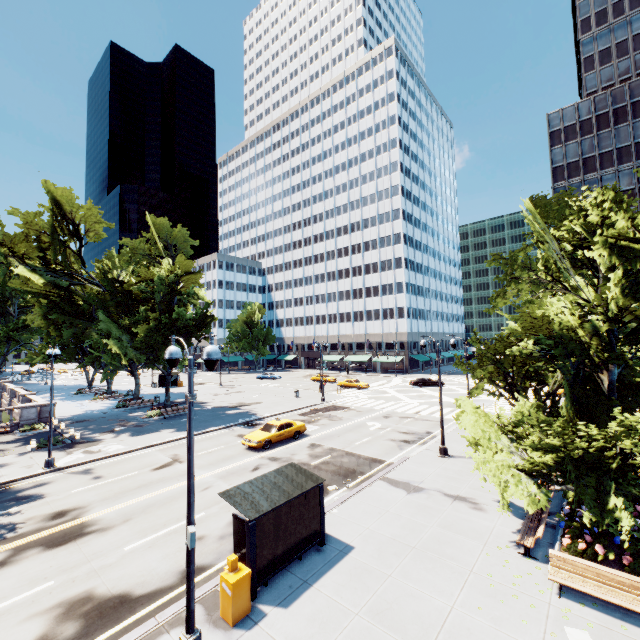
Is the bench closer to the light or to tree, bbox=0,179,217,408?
tree, bbox=0,179,217,408

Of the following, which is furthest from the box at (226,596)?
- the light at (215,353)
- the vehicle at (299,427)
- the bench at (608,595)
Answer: the vehicle at (299,427)

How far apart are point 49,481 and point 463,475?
22.9 meters

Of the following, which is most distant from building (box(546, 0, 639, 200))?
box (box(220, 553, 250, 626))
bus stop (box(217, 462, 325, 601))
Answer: box (box(220, 553, 250, 626))

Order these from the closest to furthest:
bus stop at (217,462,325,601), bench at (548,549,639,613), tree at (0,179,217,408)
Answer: bench at (548,549,639,613) < bus stop at (217,462,325,601) < tree at (0,179,217,408)

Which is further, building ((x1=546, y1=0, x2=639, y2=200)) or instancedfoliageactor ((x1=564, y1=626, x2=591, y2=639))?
building ((x1=546, y1=0, x2=639, y2=200))

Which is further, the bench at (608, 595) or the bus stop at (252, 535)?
the bus stop at (252, 535)

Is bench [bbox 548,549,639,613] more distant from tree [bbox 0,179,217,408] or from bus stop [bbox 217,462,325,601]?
bus stop [bbox 217,462,325,601]
